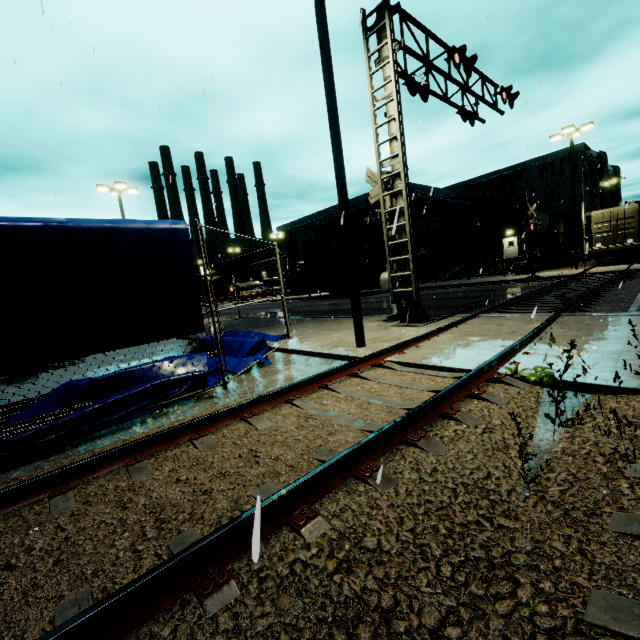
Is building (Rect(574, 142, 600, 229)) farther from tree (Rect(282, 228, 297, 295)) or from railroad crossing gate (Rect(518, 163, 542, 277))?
railroad crossing gate (Rect(518, 163, 542, 277))

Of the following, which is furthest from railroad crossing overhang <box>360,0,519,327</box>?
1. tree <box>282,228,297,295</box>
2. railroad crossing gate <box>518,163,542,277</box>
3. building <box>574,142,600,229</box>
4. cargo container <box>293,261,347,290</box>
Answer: tree <box>282,228,297,295</box>

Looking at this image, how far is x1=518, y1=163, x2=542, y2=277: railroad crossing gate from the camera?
21.3 meters

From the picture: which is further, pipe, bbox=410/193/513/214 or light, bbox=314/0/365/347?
pipe, bbox=410/193/513/214

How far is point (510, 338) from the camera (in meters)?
6.71

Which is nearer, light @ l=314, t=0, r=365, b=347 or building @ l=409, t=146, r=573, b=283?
light @ l=314, t=0, r=365, b=347

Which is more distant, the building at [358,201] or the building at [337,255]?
the building at [337,255]

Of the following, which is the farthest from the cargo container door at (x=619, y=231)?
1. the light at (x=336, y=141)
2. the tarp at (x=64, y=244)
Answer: the light at (x=336, y=141)
